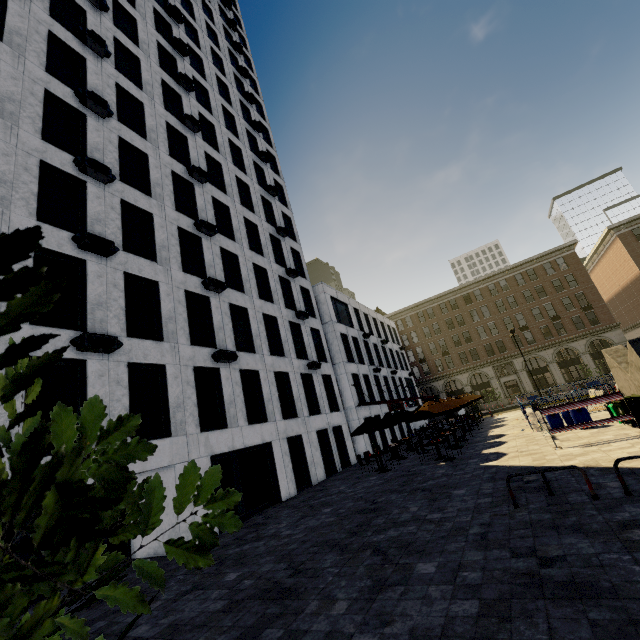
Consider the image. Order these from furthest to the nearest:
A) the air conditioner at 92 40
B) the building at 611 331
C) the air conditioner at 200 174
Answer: the building at 611 331 < the air conditioner at 200 174 < the air conditioner at 92 40

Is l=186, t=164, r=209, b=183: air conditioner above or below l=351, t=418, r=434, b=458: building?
above

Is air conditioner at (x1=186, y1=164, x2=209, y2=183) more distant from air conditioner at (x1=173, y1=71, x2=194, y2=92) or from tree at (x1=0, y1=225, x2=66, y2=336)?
tree at (x1=0, y1=225, x2=66, y2=336)

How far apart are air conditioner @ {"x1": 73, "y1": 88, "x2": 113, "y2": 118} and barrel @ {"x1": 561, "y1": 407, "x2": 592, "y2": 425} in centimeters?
2594cm

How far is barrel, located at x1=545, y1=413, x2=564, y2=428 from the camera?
16.25m

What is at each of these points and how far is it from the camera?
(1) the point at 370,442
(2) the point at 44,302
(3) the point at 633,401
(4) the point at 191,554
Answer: (1) building, 27.9m
(2) tree, 0.7m
(3) dumpster, 12.7m
(4) tree, 1.0m

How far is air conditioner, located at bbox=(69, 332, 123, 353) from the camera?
10.3m

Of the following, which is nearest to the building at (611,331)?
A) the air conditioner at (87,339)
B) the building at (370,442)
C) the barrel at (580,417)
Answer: the building at (370,442)
